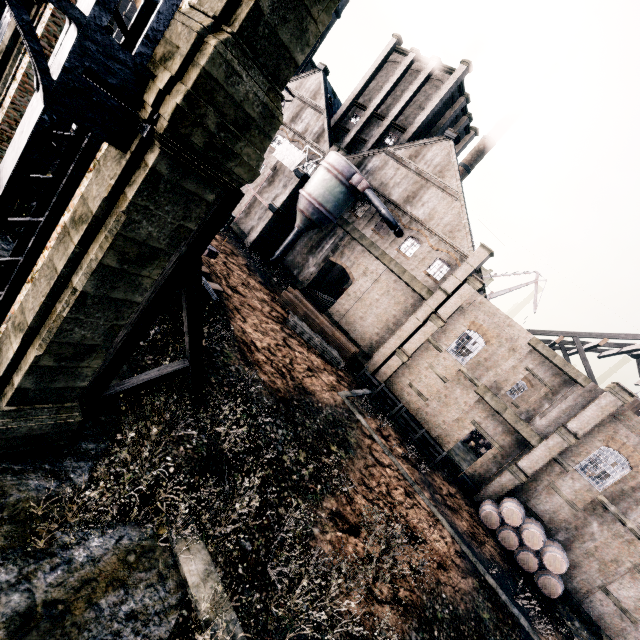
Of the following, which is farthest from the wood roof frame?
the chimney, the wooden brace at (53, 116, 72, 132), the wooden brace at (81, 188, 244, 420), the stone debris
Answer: the wooden brace at (53, 116, 72, 132)

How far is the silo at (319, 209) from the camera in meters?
31.1 m

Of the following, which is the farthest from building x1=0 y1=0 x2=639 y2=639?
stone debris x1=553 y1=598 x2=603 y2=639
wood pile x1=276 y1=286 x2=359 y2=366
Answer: stone debris x1=553 y1=598 x2=603 y2=639

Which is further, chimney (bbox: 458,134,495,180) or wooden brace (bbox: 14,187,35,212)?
chimney (bbox: 458,134,495,180)

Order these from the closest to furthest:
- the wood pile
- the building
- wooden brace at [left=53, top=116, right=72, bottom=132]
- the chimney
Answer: the building, wooden brace at [left=53, top=116, right=72, bottom=132], the wood pile, the chimney

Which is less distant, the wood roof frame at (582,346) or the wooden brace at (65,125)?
the wooden brace at (65,125)

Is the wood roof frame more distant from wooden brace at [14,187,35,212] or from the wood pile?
wooden brace at [14,187,35,212]

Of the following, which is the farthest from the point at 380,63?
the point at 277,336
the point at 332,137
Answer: the point at 277,336
